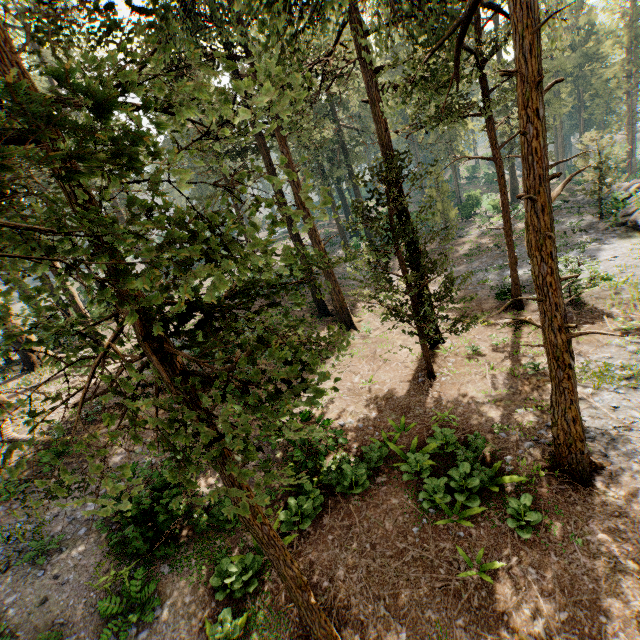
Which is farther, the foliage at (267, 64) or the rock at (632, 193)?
the rock at (632, 193)

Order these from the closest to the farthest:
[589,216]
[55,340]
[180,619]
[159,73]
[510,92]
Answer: [159,73]
[55,340]
[180,619]
[510,92]
[589,216]

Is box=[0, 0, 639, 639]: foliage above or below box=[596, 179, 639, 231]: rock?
above

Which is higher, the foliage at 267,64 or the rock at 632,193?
the foliage at 267,64

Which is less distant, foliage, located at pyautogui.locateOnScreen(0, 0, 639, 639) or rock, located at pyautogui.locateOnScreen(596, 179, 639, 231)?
foliage, located at pyautogui.locateOnScreen(0, 0, 639, 639)
